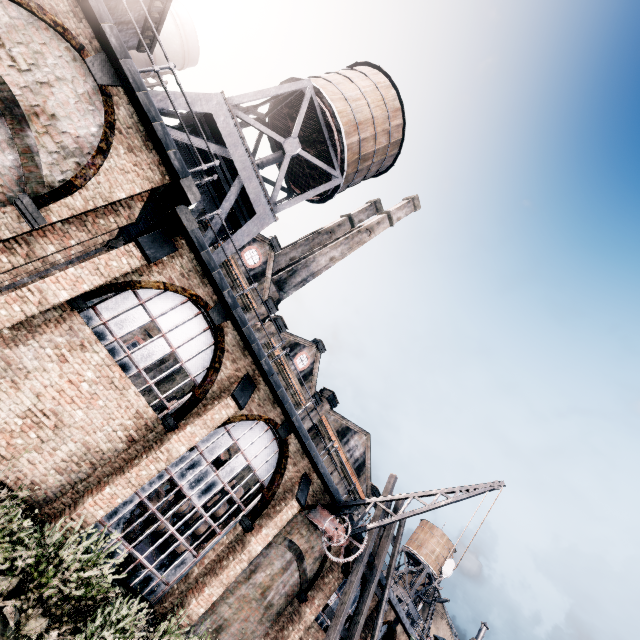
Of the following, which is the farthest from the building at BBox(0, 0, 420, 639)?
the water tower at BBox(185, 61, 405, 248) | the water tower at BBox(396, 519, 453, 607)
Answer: the water tower at BBox(396, 519, 453, 607)

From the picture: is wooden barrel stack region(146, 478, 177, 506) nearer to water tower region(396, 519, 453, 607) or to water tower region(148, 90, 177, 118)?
water tower region(148, 90, 177, 118)

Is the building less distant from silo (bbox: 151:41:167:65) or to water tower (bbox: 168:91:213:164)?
water tower (bbox: 168:91:213:164)

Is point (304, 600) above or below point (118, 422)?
above

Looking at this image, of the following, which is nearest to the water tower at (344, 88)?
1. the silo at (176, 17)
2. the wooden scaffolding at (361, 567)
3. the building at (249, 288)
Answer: the building at (249, 288)

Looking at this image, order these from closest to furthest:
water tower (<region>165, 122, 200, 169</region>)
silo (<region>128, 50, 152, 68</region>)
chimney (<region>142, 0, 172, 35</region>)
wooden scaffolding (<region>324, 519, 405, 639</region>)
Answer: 1. chimney (<region>142, 0, 172, 35</region>)
2. water tower (<region>165, 122, 200, 169</region>)
3. wooden scaffolding (<region>324, 519, 405, 639</region>)
4. silo (<region>128, 50, 152, 68</region>)

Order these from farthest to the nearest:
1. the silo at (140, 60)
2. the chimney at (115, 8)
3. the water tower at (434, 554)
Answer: the water tower at (434, 554) → the silo at (140, 60) → the chimney at (115, 8)

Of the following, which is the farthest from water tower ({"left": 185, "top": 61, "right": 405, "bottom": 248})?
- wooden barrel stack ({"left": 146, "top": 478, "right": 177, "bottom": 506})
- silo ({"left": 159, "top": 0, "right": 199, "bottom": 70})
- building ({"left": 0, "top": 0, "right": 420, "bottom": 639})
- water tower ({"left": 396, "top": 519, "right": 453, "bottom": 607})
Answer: water tower ({"left": 396, "top": 519, "right": 453, "bottom": 607})
